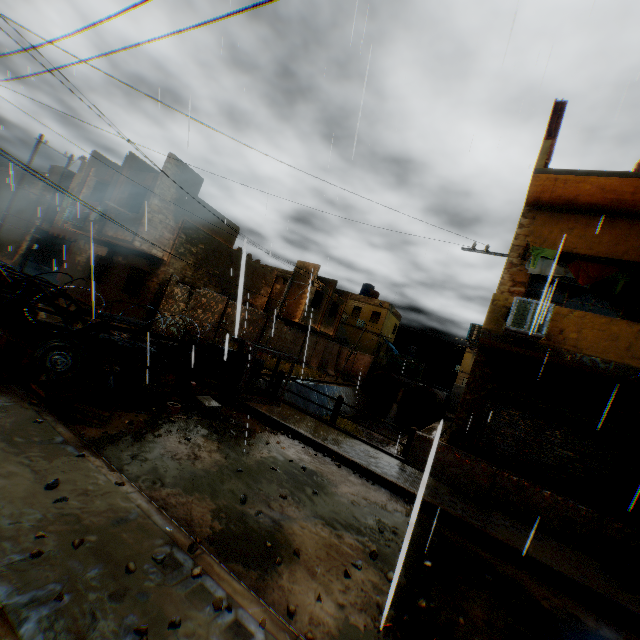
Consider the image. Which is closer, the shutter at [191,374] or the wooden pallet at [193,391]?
the wooden pallet at [193,391]

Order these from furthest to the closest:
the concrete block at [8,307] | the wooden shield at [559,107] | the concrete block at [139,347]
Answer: the wooden shield at [559,107], the concrete block at [139,347], the concrete block at [8,307]

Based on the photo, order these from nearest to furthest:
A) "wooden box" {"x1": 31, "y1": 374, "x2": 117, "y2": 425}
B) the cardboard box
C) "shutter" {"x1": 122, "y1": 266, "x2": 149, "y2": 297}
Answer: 1. "wooden box" {"x1": 31, "y1": 374, "x2": 117, "y2": 425}
2. the cardboard box
3. "shutter" {"x1": 122, "y1": 266, "x2": 149, "y2": 297}

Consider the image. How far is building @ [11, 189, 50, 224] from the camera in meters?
24.8

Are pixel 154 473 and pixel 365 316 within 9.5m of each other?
no

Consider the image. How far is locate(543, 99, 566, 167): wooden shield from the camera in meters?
8.9 m

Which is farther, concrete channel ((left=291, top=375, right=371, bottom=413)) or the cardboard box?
concrete channel ((left=291, top=375, right=371, bottom=413))

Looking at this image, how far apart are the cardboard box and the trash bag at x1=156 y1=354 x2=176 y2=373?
0.6 meters
